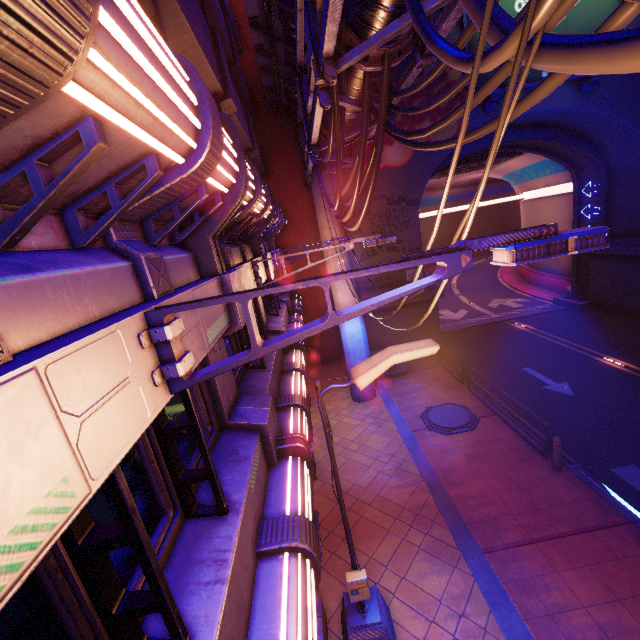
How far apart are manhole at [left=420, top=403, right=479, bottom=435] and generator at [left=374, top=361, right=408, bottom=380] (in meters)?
3.18

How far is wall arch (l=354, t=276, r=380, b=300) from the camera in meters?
17.8 m

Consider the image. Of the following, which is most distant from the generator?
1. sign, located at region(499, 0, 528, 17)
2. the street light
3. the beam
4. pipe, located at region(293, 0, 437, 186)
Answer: sign, located at region(499, 0, 528, 17)

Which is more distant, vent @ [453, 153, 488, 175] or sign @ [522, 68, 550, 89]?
vent @ [453, 153, 488, 175]

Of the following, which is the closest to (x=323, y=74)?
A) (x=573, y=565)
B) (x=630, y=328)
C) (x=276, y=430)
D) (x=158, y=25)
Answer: (x=158, y=25)

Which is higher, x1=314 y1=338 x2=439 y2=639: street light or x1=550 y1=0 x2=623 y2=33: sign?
x1=550 y1=0 x2=623 y2=33: sign

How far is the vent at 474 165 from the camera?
21.8m

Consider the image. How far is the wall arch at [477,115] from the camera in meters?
16.1
